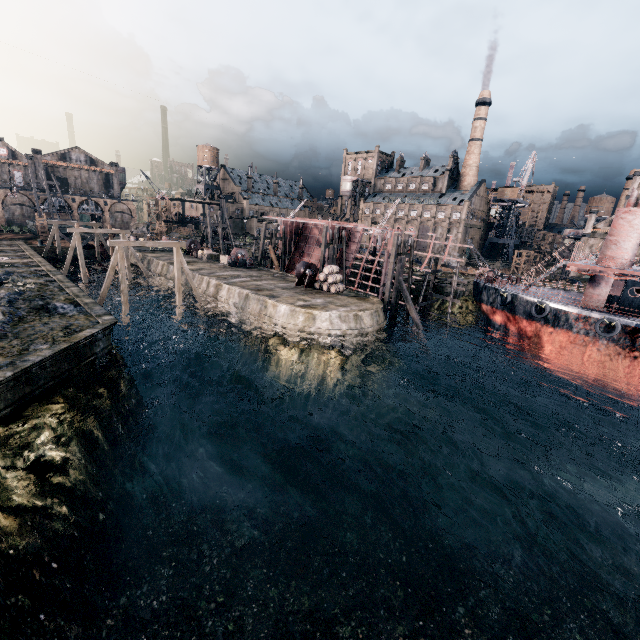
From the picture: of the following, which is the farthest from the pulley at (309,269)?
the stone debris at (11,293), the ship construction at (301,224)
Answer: the stone debris at (11,293)

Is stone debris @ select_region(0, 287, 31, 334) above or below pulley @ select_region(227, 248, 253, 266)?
below

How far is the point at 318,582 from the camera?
14.23m

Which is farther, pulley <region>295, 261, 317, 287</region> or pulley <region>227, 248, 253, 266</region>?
pulley <region>227, 248, 253, 266</region>

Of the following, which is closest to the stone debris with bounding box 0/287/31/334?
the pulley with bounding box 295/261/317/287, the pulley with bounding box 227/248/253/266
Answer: the pulley with bounding box 295/261/317/287

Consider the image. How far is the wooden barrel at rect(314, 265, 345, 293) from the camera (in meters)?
32.00

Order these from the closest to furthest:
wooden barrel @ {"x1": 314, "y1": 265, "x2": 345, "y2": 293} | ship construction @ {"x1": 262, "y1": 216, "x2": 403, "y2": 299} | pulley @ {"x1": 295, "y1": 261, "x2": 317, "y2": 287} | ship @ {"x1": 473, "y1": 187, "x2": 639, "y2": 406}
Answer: ship @ {"x1": 473, "y1": 187, "x2": 639, "y2": 406} < wooden barrel @ {"x1": 314, "y1": 265, "x2": 345, "y2": 293} < pulley @ {"x1": 295, "y1": 261, "x2": 317, "y2": 287} < ship construction @ {"x1": 262, "y1": 216, "x2": 403, "y2": 299}

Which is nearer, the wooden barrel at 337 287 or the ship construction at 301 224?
the wooden barrel at 337 287
